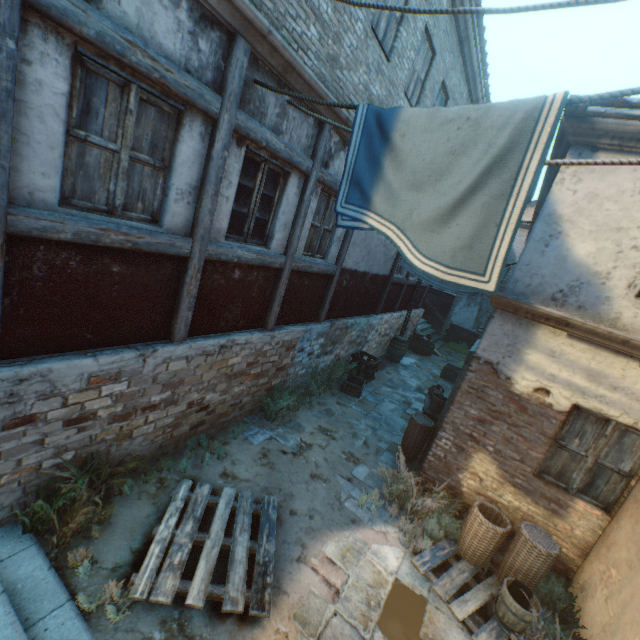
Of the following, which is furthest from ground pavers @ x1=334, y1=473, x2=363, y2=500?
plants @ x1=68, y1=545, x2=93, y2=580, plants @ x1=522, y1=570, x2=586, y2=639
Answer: plants @ x1=68, y1=545, x2=93, y2=580

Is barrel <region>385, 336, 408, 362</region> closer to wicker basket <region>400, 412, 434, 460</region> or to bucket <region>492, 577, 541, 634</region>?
wicker basket <region>400, 412, 434, 460</region>

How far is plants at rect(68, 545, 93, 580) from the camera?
3.25m

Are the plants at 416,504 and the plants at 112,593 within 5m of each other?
yes

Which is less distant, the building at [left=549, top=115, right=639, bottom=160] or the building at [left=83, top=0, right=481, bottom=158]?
the building at [left=83, top=0, right=481, bottom=158]

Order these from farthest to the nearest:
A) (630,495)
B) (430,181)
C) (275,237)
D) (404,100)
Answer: (404,100) → (275,237) → (630,495) → (430,181)

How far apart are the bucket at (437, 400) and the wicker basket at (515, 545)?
4.04m

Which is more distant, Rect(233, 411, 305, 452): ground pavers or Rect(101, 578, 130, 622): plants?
Rect(233, 411, 305, 452): ground pavers
